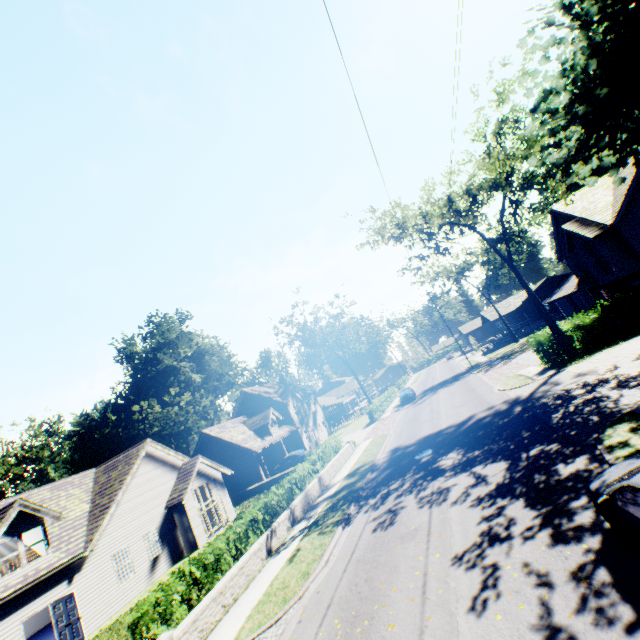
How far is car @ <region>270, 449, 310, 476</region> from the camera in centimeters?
3247cm

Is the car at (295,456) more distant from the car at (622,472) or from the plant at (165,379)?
the car at (622,472)

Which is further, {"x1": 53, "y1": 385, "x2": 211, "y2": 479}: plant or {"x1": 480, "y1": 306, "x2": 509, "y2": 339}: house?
{"x1": 480, "y1": 306, "x2": 509, "y2": 339}: house

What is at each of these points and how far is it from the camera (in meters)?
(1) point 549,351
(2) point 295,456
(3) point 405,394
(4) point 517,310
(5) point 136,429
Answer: (1) hedge, 22.55
(2) car, 32.78
(3) car, 41.28
(4) house, 57.91
(5) plant, 51.44

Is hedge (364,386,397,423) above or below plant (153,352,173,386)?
below

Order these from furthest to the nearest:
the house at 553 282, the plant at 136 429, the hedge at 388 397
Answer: the house at 553 282 < the plant at 136 429 < the hedge at 388 397

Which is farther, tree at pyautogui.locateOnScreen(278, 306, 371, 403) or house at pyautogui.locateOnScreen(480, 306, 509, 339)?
house at pyautogui.locateOnScreen(480, 306, 509, 339)

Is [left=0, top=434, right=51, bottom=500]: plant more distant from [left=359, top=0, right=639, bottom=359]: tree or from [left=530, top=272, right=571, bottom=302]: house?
[left=530, top=272, right=571, bottom=302]: house
